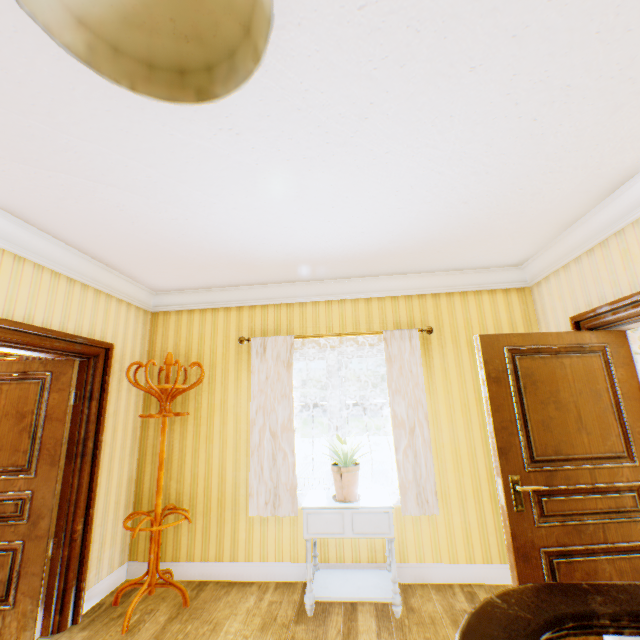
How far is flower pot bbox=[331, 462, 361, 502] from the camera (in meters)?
2.93

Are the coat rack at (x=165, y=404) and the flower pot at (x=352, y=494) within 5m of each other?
Result: yes

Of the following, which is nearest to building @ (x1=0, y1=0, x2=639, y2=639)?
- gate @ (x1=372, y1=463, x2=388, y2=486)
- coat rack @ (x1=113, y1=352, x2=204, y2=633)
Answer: coat rack @ (x1=113, y1=352, x2=204, y2=633)

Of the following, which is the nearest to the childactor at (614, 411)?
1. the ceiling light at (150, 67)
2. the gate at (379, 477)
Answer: the ceiling light at (150, 67)

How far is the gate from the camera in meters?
16.0

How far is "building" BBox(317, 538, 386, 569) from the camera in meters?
3.2

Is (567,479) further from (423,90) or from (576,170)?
(423,90)

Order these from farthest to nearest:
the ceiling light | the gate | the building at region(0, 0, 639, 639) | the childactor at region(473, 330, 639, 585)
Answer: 1. the gate
2. the childactor at region(473, 330, 639, 585)
3. the building at region(0, 0, 639, 639)
4. the ceiling light
